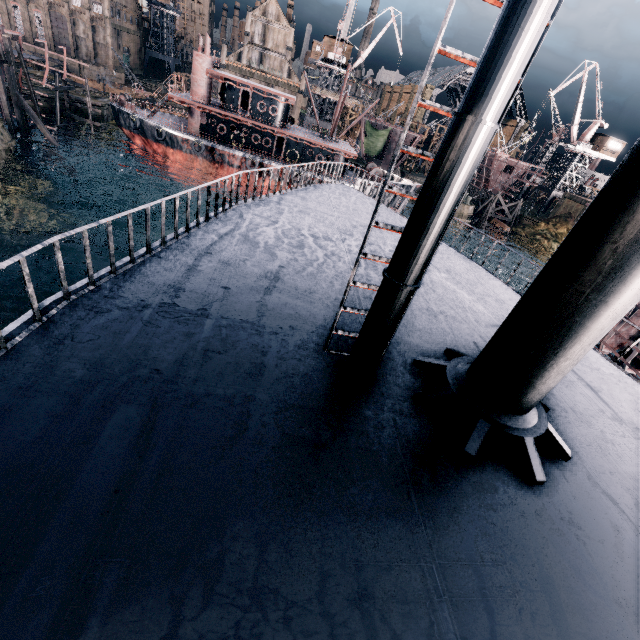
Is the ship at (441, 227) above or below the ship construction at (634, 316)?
above

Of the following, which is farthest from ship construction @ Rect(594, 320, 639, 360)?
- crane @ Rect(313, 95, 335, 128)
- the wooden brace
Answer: the wooden brace

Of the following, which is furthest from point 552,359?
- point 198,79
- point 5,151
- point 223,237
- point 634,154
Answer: point 198,79

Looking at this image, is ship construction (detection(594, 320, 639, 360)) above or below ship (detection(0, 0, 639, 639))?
below

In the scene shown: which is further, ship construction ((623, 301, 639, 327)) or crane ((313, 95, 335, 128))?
crane ((313, 95, 335, 128))

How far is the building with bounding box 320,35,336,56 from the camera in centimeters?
5369cm

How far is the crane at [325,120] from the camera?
56.06m

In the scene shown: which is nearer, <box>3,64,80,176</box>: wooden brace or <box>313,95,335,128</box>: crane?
<box>3,64,80,176</box>: wooden brace
